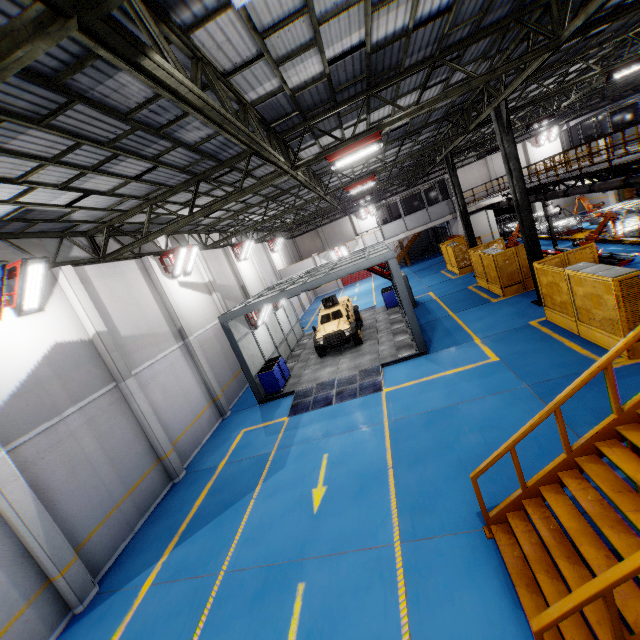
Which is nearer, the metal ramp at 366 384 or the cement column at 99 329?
the cement column at 99 329

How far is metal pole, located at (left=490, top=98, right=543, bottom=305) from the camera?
12.0 meters

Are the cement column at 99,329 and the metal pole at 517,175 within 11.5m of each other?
no

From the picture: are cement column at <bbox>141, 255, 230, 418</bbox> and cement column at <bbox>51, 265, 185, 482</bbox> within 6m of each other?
yes

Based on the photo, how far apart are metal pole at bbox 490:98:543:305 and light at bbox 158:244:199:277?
13.59m

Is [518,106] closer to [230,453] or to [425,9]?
[425,9]

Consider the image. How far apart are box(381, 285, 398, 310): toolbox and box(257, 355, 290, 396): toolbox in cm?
912

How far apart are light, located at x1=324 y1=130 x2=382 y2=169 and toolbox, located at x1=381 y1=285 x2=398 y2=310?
12.0 meters
